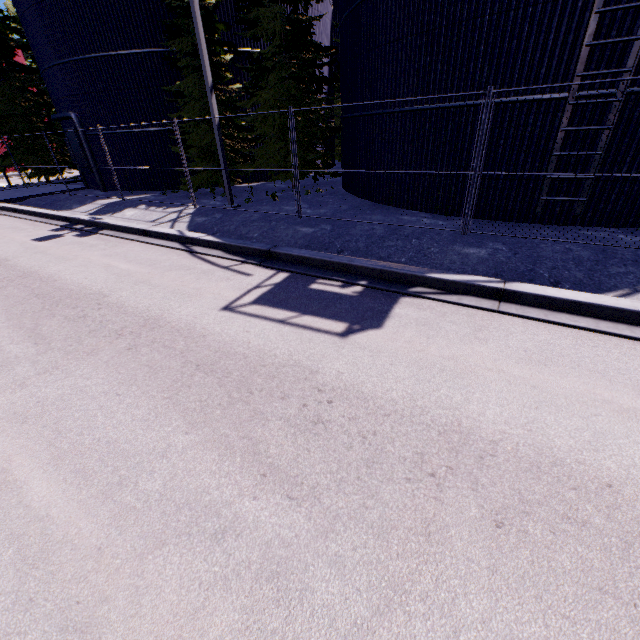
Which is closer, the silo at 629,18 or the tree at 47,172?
the silo at 629,18

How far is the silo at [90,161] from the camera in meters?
17.5

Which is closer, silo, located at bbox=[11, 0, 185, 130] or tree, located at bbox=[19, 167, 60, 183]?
silo, located at bbox=[11, 0, 185, 130]

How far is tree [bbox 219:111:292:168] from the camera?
13.6 meters

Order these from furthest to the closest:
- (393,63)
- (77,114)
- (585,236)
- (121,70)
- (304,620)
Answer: (77,114), (121,70), (393,63), (585,236), (304,620)

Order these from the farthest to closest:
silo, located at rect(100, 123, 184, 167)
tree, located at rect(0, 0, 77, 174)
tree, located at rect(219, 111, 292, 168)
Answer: tree, located at rect(0, 0, 77, 174) < silo, located at rect(100, 123, 184, 167) < tree, located at rect(219, 111, 292, 168)

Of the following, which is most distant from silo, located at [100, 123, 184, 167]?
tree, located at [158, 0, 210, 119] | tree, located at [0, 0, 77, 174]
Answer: tree, located at [0, 0, 77, 174]

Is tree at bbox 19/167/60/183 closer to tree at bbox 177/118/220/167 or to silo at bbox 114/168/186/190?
silo at bbox 114/168/186/190
